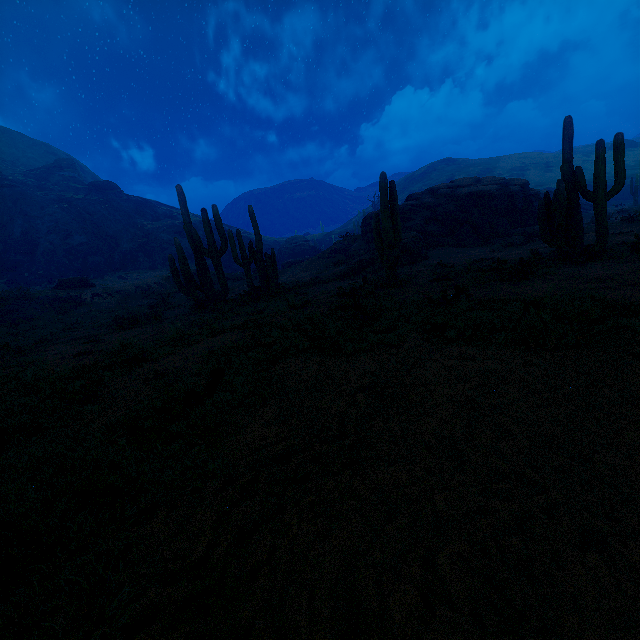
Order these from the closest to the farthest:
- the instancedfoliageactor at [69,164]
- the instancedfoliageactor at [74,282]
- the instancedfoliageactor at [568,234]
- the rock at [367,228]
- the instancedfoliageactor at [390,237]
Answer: the instancedfoliageactor at [568,234], the instancedfoliageactor at [390,237], the rock at [367,228], the instancedfoliageactor at [74,282], the instancedfoliageactor at [69,164]

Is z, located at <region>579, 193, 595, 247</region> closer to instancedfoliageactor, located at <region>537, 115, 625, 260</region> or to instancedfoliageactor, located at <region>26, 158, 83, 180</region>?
instancedfoliageactor, located at <region>26, 158, 83, 180</region>

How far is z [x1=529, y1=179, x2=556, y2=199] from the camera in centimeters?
3331cm

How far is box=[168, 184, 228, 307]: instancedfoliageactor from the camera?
14.45m

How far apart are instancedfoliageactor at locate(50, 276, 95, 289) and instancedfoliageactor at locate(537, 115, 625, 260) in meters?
29.6 m

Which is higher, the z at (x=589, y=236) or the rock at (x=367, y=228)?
the rock at (x=367, y=228)

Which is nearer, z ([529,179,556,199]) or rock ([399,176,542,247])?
rock ([399,176,542,247])

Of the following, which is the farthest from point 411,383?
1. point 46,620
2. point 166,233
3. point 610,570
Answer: point 166,233
